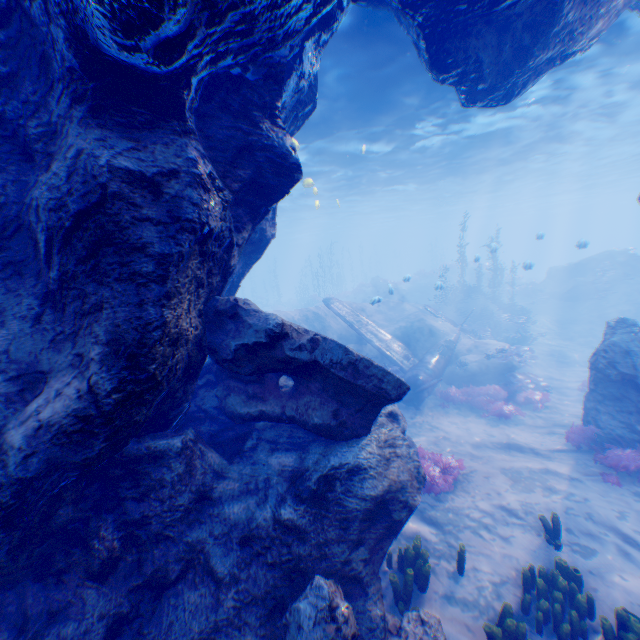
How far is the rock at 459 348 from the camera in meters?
16.0 m

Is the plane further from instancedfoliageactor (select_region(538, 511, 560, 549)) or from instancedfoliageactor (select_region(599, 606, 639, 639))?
instancedfoliageactor (select_region(599, 606, 639, 639))

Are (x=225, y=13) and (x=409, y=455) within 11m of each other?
yes

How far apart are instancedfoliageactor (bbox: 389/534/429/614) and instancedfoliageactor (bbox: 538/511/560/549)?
2.62m

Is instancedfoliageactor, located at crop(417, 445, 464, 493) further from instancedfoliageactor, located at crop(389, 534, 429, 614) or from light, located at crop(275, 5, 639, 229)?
A: light, located at crop(275, 5, 639, 229)

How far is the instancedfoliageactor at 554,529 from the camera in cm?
637

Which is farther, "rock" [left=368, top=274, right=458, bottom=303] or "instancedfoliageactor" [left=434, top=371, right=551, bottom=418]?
"rock" [left=368, top=274, right=458, bottom=303]

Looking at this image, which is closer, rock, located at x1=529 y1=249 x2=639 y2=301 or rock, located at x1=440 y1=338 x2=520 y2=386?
rock, located at x1=440 y1=338 x2=520 y2=386
